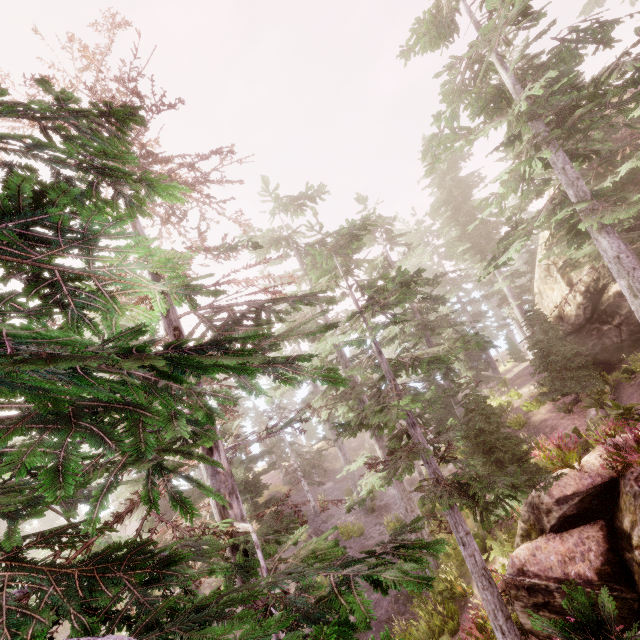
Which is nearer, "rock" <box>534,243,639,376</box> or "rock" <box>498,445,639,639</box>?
"rock" <box>498,445,639,639</box>

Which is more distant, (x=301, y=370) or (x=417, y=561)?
(x=301, y=370)

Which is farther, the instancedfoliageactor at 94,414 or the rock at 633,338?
the rock at 633,338

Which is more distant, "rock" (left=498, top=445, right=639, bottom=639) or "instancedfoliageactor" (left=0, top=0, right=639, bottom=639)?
"rock" (left=498, top=445, right=639, bottom=639)

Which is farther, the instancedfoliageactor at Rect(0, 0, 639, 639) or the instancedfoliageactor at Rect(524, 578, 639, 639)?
the instancedfoliageactor at Rect(0, 0, 639, 639)

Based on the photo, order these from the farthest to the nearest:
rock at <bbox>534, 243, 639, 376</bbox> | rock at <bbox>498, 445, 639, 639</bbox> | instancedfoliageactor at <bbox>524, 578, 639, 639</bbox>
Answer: rock at <bbox>534, 243, 639, 376</bbox>, rock at <bbox>498, 445, 639, 639</bbox>, instancedfoliageactor at <bbox>524, 578, 639, 639</bbox>

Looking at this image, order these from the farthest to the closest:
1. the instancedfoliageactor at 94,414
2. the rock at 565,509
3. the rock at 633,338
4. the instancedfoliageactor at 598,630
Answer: the rock at 633,338 → the rock at 565,509 → the instancedfoliageactor at 94,414 → the instancedfoliageactor at 598,630

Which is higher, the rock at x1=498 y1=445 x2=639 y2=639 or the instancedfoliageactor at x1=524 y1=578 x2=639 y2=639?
the instancedfoliageactor at x1=524 y1=578 x2=639 y2=639
